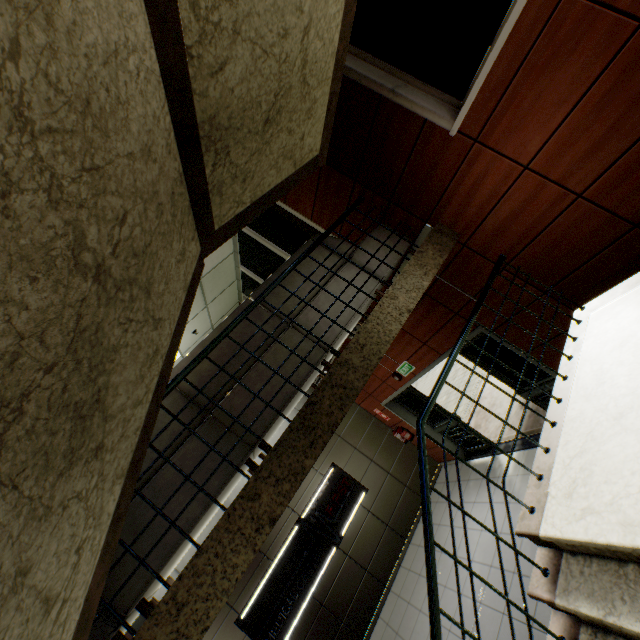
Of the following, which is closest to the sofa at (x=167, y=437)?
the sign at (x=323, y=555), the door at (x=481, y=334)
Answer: the door at (x=481, y=334)

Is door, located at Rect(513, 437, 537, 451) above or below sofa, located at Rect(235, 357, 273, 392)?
below

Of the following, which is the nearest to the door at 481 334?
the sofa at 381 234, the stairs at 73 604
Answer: the stairs at 73 604

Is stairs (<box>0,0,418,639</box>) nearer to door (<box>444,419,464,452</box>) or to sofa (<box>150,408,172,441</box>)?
sofa (<box>150,408,172,441</box>)

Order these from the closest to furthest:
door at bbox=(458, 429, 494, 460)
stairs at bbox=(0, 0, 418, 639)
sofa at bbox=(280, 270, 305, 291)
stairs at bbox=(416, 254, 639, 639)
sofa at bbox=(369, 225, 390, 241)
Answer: stairs at bbox=(0, 0, 418, 639), stairs at bbox=(416, 254, 639, 639), sofa at bbox=(280, 270, 305, 291), sofa at bbox=(369, 225, 390, 241), door at bbox=(458, 429, 494, 460)

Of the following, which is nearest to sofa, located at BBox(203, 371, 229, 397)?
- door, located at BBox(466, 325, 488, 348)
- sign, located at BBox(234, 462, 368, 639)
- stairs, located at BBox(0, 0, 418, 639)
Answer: stairs, located at BBox(0, 0, 418, 639)

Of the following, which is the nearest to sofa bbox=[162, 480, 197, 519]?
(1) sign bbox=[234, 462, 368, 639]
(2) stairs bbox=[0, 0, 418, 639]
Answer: (2) stairs bbox=[0, 0, 418, 639]

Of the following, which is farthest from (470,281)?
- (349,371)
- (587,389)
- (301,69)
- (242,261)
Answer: (242,261)
